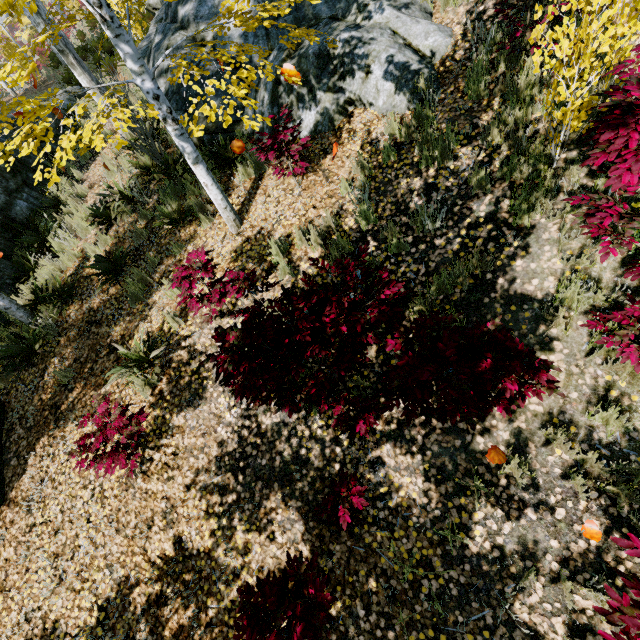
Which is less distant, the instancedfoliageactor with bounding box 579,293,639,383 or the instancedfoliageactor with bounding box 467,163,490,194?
the instancedfoliageactor with bounding box 579,293,639,383

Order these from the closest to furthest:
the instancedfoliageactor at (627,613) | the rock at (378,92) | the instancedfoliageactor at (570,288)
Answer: the instancedfoliageactor at (627,613) < the instancedfoliageactor at (570,288) < the rock at (378,92)

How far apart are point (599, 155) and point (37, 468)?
7.9m

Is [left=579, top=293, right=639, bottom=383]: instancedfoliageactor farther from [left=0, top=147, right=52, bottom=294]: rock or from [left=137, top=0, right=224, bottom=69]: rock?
[left=137, top=0, right=224, bottom=69]: rock

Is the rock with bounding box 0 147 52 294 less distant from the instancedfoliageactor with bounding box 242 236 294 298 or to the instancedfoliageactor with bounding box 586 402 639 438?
the instancedfoliageactor with bounding box 586 402 639 438

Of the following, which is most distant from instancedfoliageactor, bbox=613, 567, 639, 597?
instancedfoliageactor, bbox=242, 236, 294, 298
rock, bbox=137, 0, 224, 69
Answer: instancedfoliageactor, bbox=242, 236, 294, 298

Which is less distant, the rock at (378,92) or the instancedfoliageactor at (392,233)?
the instancedfoliageactor at (392,233)
